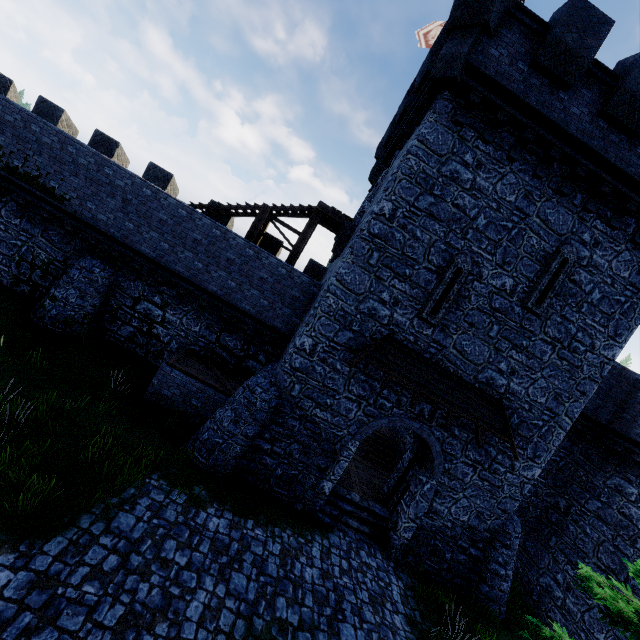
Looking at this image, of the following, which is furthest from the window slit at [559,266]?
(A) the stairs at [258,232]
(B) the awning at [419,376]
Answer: (A) the stairs at [258,232]

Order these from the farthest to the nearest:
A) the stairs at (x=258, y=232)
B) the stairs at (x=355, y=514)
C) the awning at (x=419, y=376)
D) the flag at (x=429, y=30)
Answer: the flag at (x=429, y=30) → the stairs at (x=258, y=232) → the stairs at (x=355, y=514) → the awning at (x=419, y=376)

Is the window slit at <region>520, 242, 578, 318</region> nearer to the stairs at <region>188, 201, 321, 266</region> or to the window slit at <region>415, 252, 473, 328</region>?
the window slit at <region>415, 252, 473, 328</region>

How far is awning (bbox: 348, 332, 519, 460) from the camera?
10.0m

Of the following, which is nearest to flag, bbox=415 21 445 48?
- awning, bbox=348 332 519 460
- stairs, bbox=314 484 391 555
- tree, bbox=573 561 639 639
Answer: awning, bbox=348 332 519 460

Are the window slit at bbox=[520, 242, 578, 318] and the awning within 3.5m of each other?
yes

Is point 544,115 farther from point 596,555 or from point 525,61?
point 596,555

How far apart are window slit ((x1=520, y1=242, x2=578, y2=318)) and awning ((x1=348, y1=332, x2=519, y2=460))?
2.73m
